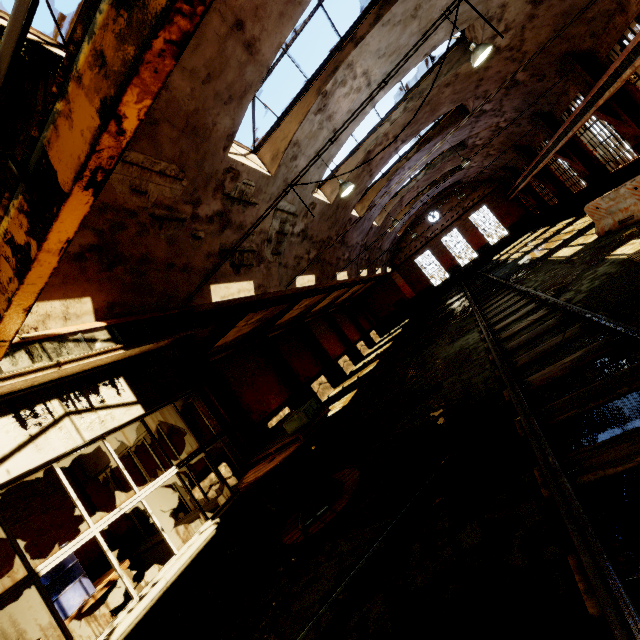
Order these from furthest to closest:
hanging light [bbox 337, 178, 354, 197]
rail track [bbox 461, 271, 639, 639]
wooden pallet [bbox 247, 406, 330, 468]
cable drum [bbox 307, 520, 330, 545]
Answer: hanging light [bbox 337, 178, 354, 197] → wooden pallet [bbox 247, 406, 330, 468] → cable drum [bbox 307, 520, 330, 545] → rail track [bbox 461, 271, 639, 639]

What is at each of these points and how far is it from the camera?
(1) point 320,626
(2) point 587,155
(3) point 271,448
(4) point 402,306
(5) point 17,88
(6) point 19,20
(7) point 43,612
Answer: (1) beam, 3.1m
(2) building, 15.5m
(3) wooden pallet, 5.7m
(4) door, 34.9m
(5) building, 4.0m
(6) overhead crane, 1.2m
(7) barrel, 5.0m

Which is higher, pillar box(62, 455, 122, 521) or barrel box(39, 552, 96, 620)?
pillar box(62, 455, 122, 521)

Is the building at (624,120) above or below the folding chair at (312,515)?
above

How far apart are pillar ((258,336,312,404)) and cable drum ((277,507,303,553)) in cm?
1091

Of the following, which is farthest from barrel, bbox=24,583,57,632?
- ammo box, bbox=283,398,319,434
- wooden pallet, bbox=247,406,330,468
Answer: ammo box, bbox=283,398,319,434

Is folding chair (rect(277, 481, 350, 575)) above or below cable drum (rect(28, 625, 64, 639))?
below

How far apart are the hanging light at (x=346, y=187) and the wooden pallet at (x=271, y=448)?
6.9m
